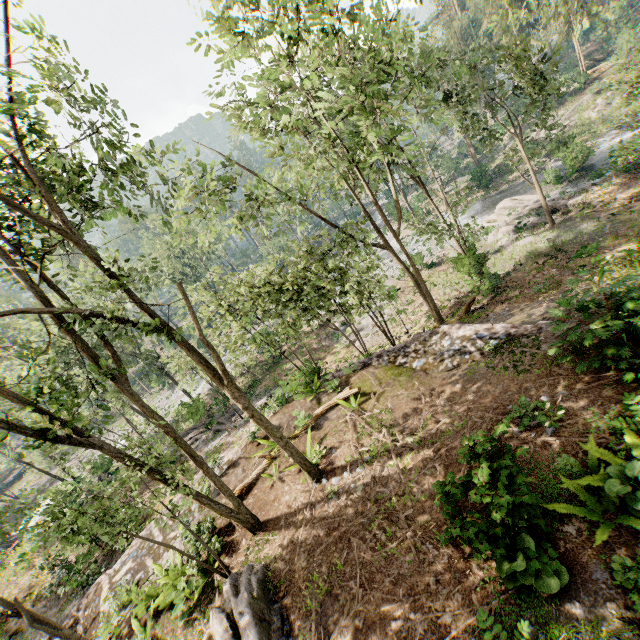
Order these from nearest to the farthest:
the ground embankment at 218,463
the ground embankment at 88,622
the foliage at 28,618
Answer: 1. the foliage at 28,618
2. the ground embankment at 88,622
3. the ground embankment at 218,463

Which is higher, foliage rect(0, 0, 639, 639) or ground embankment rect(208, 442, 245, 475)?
foliage rect(0, 0, 639, 639)

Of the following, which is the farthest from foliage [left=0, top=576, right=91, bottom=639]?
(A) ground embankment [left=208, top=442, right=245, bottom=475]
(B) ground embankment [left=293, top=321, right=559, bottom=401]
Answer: (B) ground embankment [left=293, top=321, right=559, bottom=401]

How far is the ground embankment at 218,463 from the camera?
14.8m

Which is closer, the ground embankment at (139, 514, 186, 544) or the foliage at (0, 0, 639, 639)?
the foliage at (0, 0, 639, 639)

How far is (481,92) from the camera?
55.0m

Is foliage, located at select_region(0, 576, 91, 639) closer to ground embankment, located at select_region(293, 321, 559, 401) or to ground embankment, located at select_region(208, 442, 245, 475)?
ground embankment, located at select_region(208, 442, 245, 475)
